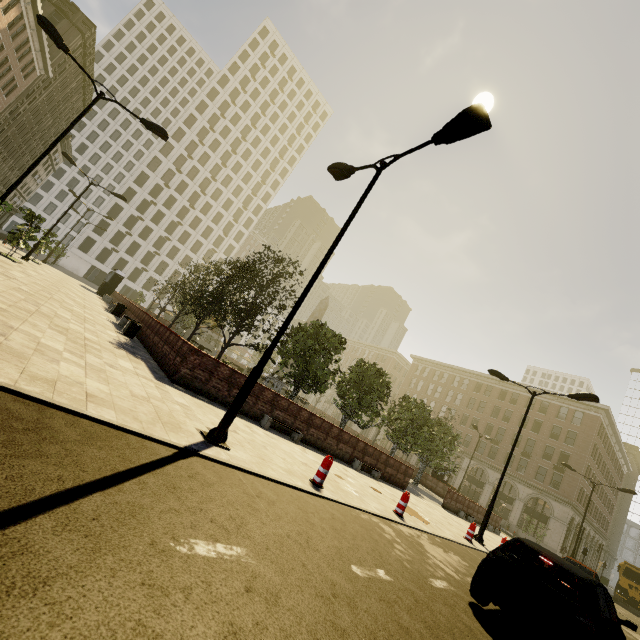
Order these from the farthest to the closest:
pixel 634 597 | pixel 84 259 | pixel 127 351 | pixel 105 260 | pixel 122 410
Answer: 1. pixel 105 260
2. pixel 84 259
3. pixel 634 597
4. pixel 127 351
5. pixel 122 410

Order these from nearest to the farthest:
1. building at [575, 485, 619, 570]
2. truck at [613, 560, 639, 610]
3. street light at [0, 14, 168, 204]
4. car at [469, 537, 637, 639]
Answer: car at [469, 537, 637, 639]
street light at [0, 14, 168, 204]
truck at [613, 560, 639, 610]
building at [575, 485, 619, 570]

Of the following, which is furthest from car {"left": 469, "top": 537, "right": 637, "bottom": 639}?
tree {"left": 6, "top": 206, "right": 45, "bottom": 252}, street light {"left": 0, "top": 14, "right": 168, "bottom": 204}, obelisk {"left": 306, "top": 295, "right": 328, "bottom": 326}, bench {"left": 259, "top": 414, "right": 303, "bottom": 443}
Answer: obelisk {"left": 306, "top": 295, "right": 328, "bottom": 326}

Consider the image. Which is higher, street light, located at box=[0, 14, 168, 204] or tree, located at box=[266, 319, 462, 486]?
street light, located at box=[0, 14, 168, 204]

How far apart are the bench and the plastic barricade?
3.82m

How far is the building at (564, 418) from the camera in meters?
40.1 m

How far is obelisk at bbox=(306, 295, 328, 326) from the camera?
34.00m

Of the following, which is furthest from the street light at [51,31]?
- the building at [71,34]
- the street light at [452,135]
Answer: the building at [71,34]
